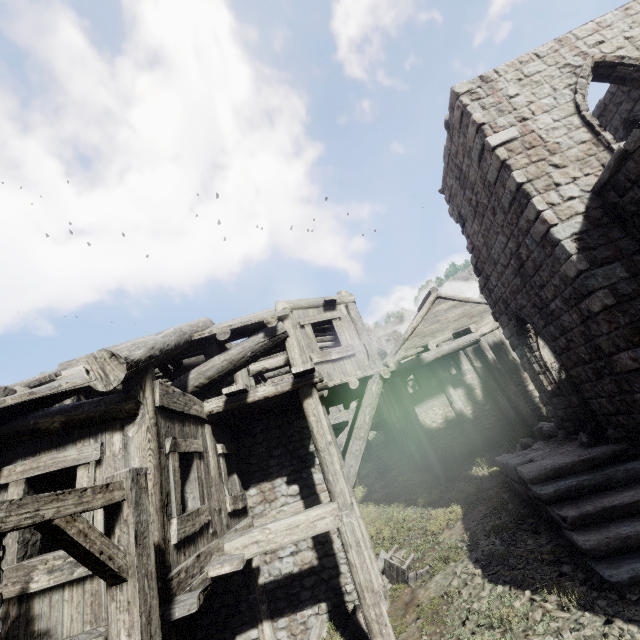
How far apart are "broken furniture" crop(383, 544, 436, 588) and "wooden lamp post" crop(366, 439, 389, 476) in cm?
1212

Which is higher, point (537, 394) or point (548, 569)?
point (537, 394)

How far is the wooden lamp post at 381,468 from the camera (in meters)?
20.72

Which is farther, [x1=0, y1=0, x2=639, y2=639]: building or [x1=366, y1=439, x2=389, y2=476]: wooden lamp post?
[x1=366, y1=439, x2=389, y2=476]: wooden lamp post

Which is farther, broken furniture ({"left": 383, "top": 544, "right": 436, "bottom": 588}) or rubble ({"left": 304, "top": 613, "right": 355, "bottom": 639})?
broken furniture ({"left": 383, "top": 544, "right": 436, "bottom": 588})

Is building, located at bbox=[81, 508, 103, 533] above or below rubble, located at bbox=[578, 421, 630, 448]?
above

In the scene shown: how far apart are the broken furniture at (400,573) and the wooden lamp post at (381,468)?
12.1 meters

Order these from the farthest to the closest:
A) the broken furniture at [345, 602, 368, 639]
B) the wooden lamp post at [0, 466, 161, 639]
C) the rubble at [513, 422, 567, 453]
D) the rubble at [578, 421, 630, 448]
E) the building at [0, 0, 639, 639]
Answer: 1. the rubble at [513, 422, 567, 453]
2. the rubble at [578, 421, 630, 448]
3. the broken furniture at [345, 602, 368, 639]
4. the building at [0, 0, 639, 639]
5. the wooden lamp post at [0, 466, 161, 639]
